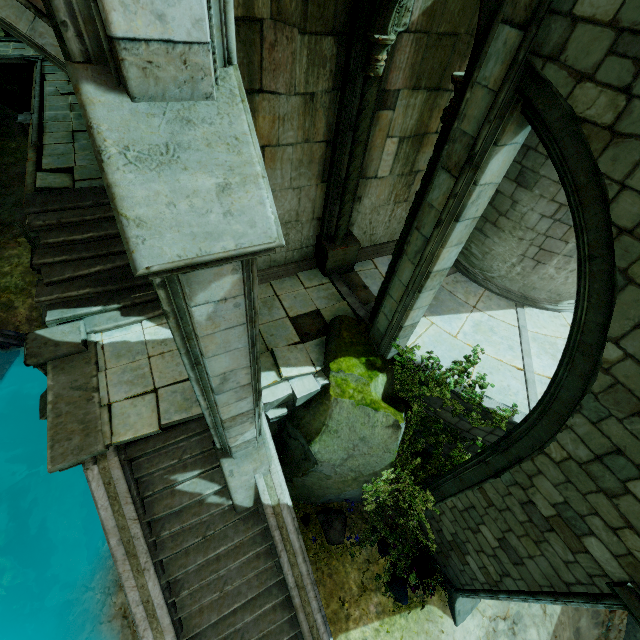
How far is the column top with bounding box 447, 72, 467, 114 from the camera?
4.1 meters

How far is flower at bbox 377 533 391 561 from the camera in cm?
792

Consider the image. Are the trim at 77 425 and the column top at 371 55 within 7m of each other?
no

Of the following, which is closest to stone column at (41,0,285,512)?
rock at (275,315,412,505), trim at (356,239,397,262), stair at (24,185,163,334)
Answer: stair at (24,185,163,334)

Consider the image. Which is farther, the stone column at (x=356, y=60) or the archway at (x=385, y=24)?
the stone column at (x=356, y=60)

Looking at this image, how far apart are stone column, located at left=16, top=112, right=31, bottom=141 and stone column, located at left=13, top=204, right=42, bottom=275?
4.8m

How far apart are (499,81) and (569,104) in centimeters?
Result: 82cm

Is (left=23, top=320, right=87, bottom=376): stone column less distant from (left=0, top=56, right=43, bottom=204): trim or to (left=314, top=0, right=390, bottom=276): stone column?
(left=0, top=56, right=43, bottom=204): trim
